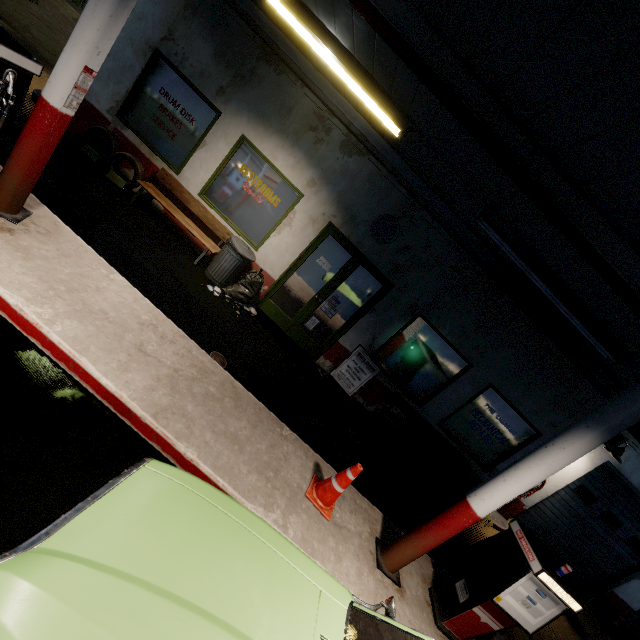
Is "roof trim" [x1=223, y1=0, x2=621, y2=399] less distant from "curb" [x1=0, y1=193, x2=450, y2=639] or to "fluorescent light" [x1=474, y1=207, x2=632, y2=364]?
"fluorescent light" [x1=474, y1=207, x2=632, y2=364]

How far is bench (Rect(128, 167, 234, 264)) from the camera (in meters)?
6.52

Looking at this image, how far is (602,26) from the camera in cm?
156

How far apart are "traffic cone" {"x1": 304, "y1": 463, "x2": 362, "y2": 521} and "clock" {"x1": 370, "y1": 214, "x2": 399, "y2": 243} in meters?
4.4

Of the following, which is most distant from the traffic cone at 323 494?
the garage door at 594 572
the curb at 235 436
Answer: the garage door at 594 572

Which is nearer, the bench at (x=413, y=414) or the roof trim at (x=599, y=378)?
the roof trim at (x=599, y=378)

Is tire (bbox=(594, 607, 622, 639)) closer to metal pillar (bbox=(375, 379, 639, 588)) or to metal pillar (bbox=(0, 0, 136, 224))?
metal pillar (bbox=(375, 379, 639, 588))

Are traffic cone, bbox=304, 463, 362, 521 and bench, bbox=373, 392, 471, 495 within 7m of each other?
yes
